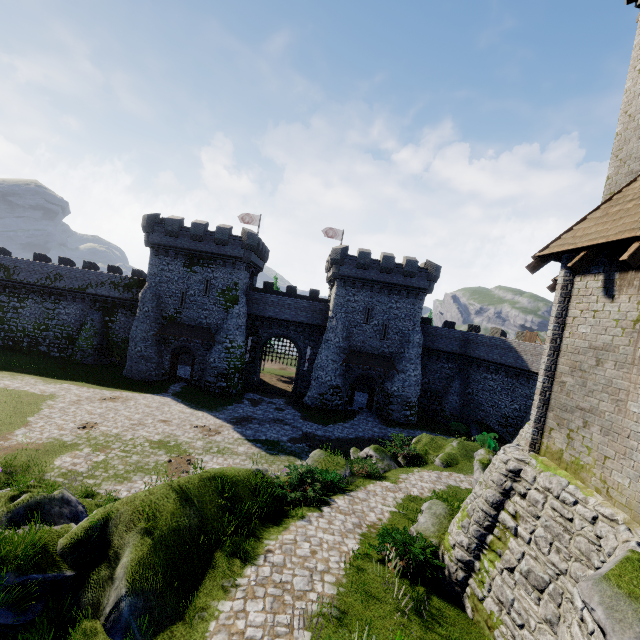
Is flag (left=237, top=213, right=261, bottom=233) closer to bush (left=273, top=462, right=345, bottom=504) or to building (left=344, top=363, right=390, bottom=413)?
building (left=344, top=363, right=390, bottom=413)

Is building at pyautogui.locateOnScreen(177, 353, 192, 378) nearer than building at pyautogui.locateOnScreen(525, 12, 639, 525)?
No

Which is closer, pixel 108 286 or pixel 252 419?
pixel 252 419

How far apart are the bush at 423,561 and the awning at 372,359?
22.6m

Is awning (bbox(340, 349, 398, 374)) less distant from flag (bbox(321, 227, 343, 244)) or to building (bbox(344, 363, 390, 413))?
building (bbox(344, 363, 390, 413))

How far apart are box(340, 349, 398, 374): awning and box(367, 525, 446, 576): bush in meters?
22.6

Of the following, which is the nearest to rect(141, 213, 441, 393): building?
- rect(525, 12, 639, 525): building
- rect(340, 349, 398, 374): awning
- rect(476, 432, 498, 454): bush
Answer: rect(340, 349, 398, 374): awning

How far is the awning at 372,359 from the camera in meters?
34.0
